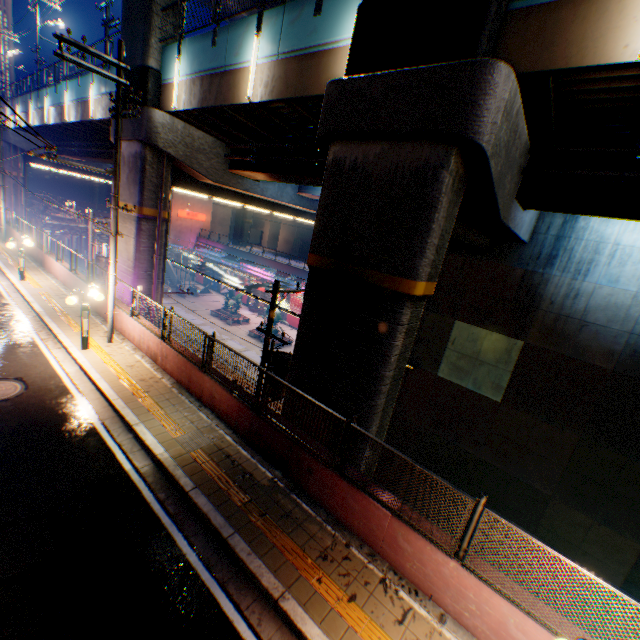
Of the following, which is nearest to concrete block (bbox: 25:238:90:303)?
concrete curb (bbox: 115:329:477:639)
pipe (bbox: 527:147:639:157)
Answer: concrete curb (bbox: 115:329:477:639)

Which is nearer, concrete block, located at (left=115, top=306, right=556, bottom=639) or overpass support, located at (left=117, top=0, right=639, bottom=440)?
concrete block, located at (left=115, top=306, right=556, bottom=639)

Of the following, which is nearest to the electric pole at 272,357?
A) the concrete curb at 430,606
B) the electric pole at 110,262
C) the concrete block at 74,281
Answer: the concrete block at 74,281

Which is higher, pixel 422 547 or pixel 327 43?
pixel 327 43

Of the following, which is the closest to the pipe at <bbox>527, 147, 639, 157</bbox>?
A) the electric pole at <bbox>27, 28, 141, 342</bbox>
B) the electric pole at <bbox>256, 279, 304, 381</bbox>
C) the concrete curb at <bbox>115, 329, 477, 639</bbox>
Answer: the electric pole at <bbox>256, 279, 304, 381</bbox>

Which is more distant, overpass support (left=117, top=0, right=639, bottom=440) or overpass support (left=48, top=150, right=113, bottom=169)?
overpass support (left=48, top=150, right=113, bottom=169)

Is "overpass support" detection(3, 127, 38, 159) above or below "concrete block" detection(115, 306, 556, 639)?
above

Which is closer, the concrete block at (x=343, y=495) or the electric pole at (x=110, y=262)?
the concrete block at (x=343, y=495)
